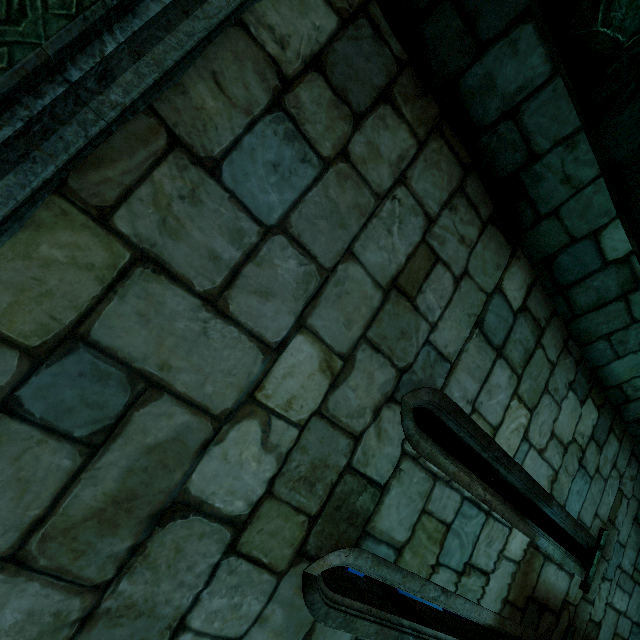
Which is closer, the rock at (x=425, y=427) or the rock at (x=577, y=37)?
the rock at (x=577, y=37)

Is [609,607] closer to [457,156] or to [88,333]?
[457,156]

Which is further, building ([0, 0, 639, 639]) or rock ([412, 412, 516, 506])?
rock ([412, 412, 516, 506])

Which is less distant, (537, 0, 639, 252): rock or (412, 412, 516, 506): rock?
(537, 0, 639, 252): rock

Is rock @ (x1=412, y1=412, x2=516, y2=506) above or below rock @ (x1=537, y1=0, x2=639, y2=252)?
below

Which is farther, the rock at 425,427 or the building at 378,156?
the rock at 425,427

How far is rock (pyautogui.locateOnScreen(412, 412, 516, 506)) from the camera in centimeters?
678cm

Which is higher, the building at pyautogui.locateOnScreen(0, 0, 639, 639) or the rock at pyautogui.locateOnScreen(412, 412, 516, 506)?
the building at pyautogui.locateOnScreen(0, 0, 639, 639)
